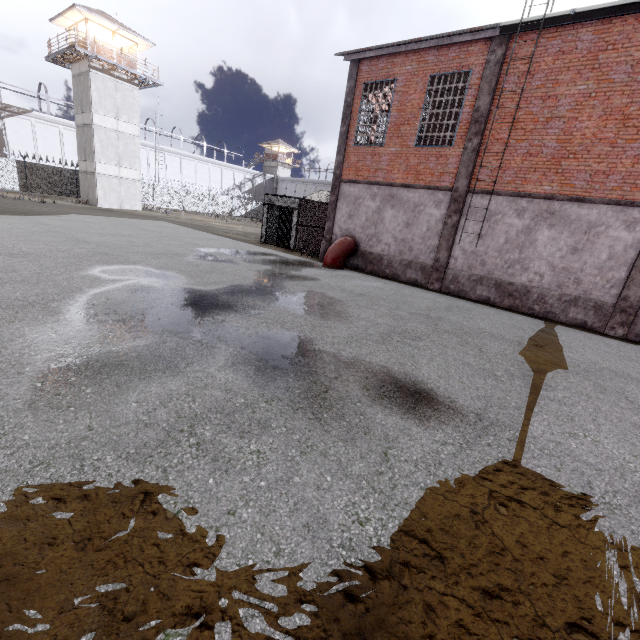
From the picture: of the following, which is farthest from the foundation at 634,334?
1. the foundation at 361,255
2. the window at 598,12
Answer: the window at 598,12

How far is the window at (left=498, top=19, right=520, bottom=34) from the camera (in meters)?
10.18

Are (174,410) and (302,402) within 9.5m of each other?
yes

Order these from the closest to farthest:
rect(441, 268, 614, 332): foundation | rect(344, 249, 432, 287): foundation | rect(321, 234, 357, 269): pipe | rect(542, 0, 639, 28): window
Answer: rect(542, 0, 639, 28): window, rect(441, 268, 614, 332): foundation, rect(344, 249, 432, 287): foundation, rect(321, 234, 357, 269): pipe

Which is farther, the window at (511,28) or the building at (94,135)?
the building at (94,135)

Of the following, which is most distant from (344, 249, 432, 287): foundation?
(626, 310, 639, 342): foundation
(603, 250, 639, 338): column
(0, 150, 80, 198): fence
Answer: (0, 150, 80, 198): fence

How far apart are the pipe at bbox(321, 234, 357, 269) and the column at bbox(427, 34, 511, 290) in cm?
368

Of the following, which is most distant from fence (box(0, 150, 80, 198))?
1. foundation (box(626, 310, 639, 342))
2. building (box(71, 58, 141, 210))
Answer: foundation (box(626, 310, 639, 342))
